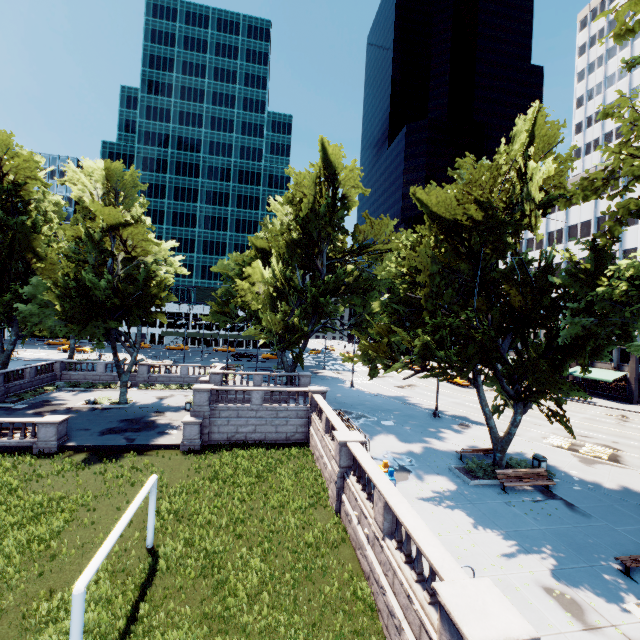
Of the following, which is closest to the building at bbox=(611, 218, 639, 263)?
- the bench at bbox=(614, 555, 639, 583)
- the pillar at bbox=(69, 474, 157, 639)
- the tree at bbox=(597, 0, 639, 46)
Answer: the tree at bbox=(597, 0, 639, 46)

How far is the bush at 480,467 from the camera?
16.85m

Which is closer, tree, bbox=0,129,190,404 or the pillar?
the pillar

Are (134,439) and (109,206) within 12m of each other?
no

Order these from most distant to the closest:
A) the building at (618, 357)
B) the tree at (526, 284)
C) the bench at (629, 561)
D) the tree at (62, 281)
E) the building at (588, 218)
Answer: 1. the building at (588, 218)
2. the building at (618, 357)
3. the tree at (62, 281)
4. the tree at (526, 284)
5. the bench at (629, 561)

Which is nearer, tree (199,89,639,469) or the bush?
tree (199,89,639,469)

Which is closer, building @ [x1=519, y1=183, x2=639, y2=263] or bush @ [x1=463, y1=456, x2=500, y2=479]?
bush @ [x1=463, y1=456, x2=500, y2=479]
